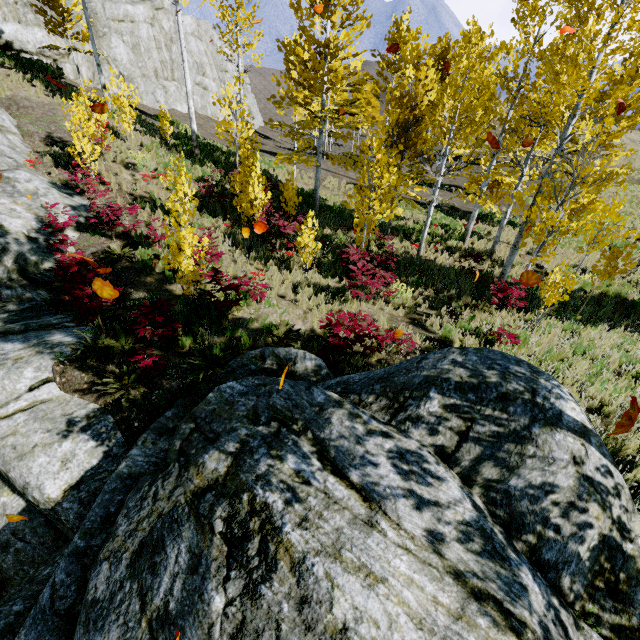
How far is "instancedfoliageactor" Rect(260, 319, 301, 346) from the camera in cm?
708

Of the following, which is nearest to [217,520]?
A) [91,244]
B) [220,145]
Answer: [91,244]

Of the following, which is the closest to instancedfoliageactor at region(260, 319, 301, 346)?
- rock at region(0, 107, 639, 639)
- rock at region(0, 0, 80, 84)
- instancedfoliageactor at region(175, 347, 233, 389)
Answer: rock at region(0, 107, 639, 639)

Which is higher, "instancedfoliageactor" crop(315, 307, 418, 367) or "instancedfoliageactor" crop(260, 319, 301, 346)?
"instancedfoliageactor" crop(315, 307, 418, 367)

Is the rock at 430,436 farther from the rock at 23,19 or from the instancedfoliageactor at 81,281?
the rock at 23,19

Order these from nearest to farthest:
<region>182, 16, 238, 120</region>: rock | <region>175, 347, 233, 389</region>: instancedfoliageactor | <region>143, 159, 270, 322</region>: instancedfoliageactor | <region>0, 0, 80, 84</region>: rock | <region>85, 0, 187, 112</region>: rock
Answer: <region>175, 347, 233, 389</region>: instancedfoliageactor → <region>143, 159, 270, 322</region>: instancedfoliageactor → <region>0, 0, 80, 84</region>: rock → <region>85, 0, 187, 112</region>: rock → <region>182, 16, 238, 120</region>: rock

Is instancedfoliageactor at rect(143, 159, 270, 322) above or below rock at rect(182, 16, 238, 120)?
below

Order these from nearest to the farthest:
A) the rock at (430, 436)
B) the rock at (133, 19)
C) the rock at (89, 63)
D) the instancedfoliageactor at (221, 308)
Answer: the rock at (430, 436)
the instancedfoliageactor at (221, 308)
the rock at (89, 63)
the rock at (133, 19)
